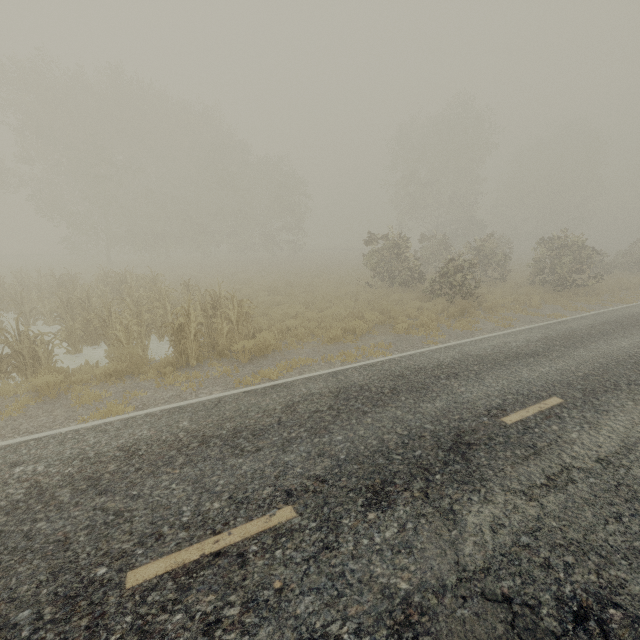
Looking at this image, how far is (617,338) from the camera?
10.21m
